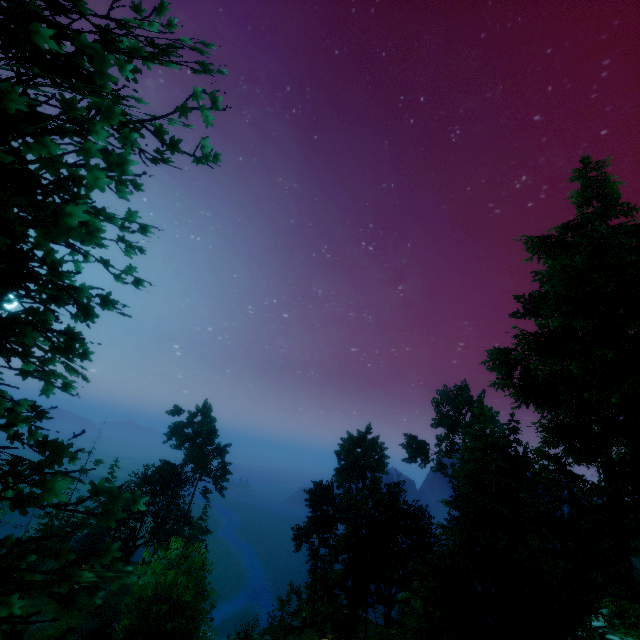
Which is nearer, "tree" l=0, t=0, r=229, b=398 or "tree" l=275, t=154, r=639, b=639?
"tree" l=0, t=0, r=229, b=398

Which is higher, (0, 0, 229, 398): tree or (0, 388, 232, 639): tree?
(0, 0, 229, 398): tree

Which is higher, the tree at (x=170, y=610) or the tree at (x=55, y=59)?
the tree at (x=55, y=59)

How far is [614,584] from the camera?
15.8m

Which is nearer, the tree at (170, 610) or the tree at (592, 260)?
the tree at (170, 610)
